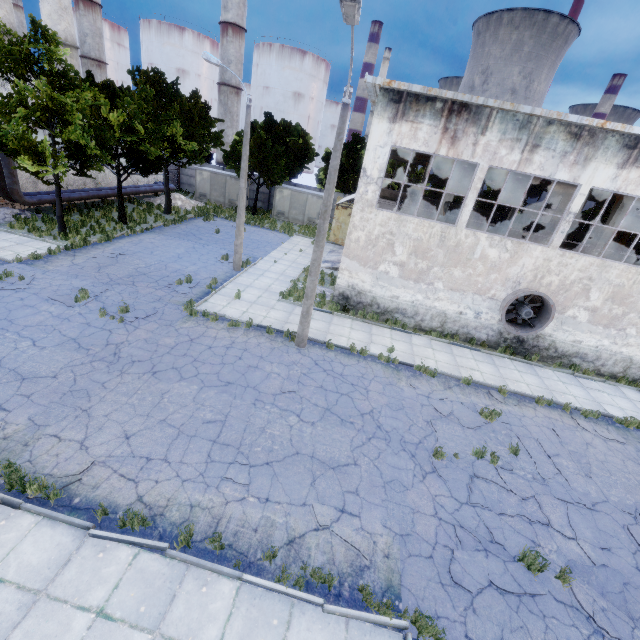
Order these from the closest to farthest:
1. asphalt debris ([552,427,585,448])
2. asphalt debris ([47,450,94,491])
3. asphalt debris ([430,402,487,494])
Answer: asphalt debris ([47,450,94,491]) < asphalt debris ([430,402,487,494]) < asphalt debris ([552,427,585,448])

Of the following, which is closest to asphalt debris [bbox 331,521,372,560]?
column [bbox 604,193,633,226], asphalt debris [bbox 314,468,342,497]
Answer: asphalt debris [bbox 314,468,342,497]

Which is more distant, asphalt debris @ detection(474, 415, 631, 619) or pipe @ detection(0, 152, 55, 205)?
pipe @ detection(0, 152, 55, 205)

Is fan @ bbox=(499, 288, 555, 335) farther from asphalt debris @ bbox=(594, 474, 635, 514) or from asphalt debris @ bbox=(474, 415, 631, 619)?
asphalt debris @ bbox=(594, 474, 635, 514)

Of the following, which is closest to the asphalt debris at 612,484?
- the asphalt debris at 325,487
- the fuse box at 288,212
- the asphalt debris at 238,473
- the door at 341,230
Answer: the asphalt debris at 325,487

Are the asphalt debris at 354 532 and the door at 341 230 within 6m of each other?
no

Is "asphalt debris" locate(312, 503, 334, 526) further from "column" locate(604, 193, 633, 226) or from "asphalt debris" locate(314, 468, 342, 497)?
"column" locate(604, 193, 633, 226)

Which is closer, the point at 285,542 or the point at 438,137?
the point at 285,542
